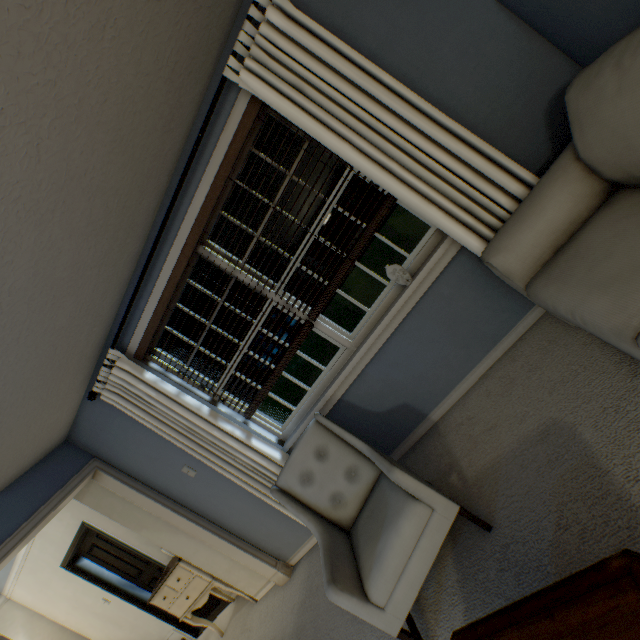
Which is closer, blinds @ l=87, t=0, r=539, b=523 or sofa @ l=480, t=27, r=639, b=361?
sofa @ l=480, t=27, r=639, b=361

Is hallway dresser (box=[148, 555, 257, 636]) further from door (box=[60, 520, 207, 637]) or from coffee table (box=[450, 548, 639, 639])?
coffee table (box=[450, 548, 639, 639])

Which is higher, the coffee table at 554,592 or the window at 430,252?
the window at 430,252

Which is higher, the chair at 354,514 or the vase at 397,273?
the vase at 397,273

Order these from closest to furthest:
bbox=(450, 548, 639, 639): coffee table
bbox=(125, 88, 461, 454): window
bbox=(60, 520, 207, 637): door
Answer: bbox=(450, 548, 639, 639): coffee table
bbox=(125, 88, 461, 454): window
bbox=(60, 520, 207, 637): door

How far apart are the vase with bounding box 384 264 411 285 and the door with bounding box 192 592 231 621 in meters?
4.7 m

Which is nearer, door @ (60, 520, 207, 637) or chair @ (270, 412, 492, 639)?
Result: chair @ (270, 412, 492, 639)

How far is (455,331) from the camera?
2.2m
